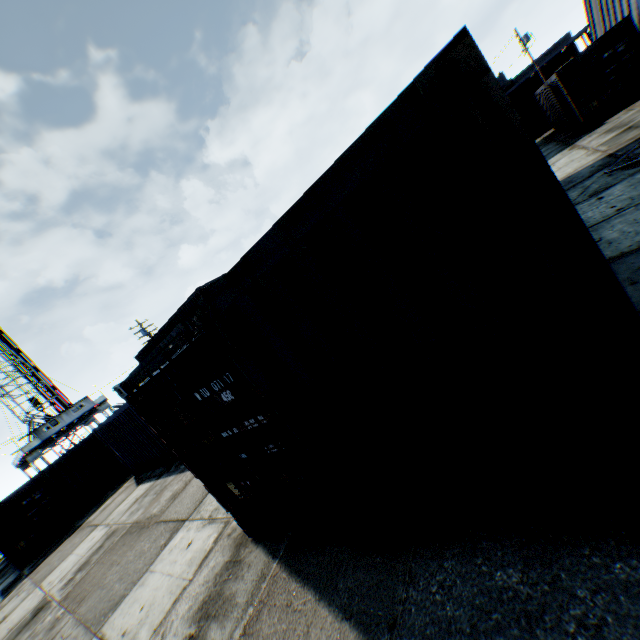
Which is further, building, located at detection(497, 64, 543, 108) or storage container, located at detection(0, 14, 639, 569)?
building, located at detection(497, 64, 543, 108)

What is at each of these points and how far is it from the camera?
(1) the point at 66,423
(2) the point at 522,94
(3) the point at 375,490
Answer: (1) landrig, 42.1m
(2) building, 46.5m
(3) storage container, 3.0m

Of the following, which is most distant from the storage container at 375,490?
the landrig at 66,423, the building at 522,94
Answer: the landrig at 66,423

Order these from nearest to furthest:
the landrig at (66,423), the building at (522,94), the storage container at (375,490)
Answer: the storage container at (375,490) < the landrig at (66,423) < the building at (522,94)

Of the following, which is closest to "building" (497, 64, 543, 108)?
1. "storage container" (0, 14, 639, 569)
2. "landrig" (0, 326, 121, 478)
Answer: "storage container" (0, 14, 639, 569)

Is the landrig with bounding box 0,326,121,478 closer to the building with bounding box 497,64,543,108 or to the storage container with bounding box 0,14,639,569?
the storage container with bounding box 0,14,639,569

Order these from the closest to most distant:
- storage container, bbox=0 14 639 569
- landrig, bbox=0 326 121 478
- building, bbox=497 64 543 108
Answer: storage container, bbox=0 14 639 569 < landrig, bbox=0 326 121 478 < building, bbox=497 64 543 108

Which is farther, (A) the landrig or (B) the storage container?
(A) the landrig
